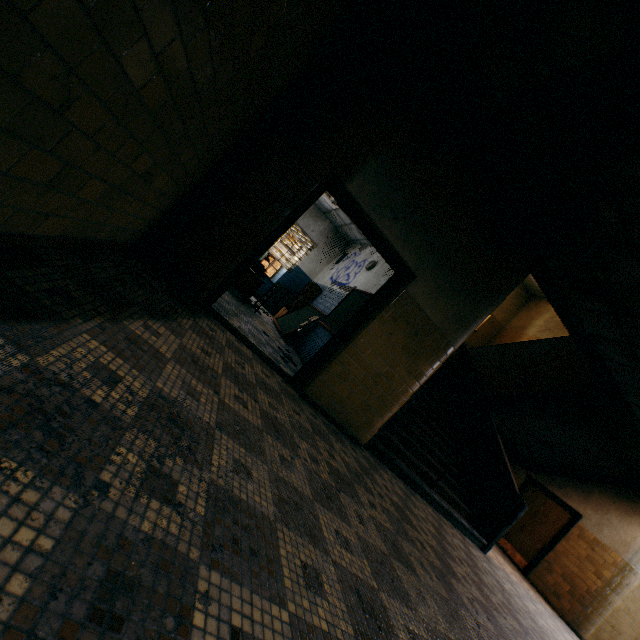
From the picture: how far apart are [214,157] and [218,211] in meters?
0.5 m

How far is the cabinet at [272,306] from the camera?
11.6 meters

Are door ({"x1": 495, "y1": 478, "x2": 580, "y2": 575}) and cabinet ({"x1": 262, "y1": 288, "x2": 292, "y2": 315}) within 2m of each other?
no

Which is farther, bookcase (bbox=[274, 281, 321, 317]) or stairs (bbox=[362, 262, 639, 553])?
bookcase (bbox=[274, 281, 321, 317])

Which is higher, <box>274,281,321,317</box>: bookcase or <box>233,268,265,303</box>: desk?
<box>274,281,321,317</box>: bookcase

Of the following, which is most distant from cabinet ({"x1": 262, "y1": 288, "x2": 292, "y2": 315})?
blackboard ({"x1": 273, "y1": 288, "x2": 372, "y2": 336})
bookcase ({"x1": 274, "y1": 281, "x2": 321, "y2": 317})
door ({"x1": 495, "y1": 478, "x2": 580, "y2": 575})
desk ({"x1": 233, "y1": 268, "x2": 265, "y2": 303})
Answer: door ({"x1": 495, "y1": 478, "x2": 580, "y2": 575})

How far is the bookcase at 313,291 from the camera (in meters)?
10.19

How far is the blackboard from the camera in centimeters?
737cm
